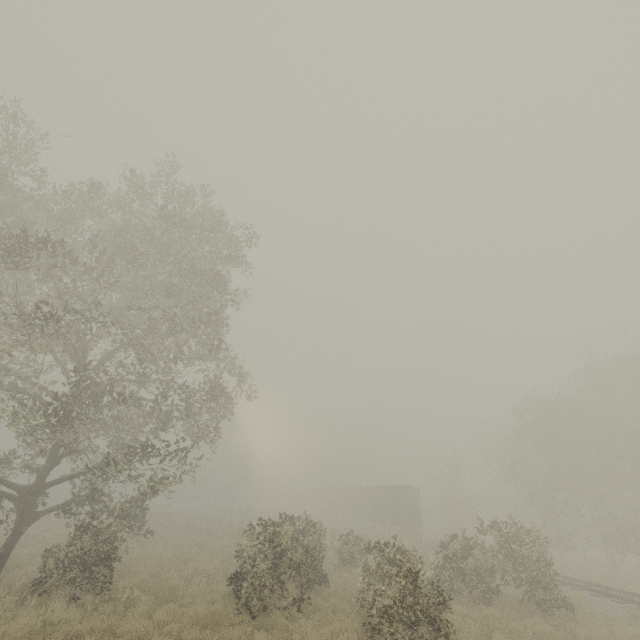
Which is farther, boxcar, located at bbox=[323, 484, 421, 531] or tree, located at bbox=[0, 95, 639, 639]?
boxcar, located at bbox=[323, 484, 421, 531]

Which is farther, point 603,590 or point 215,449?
point 603,590

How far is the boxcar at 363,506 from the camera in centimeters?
3391cm

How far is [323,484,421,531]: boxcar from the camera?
33.9 meters

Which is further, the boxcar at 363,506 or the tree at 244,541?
the boxcar at 363,506
